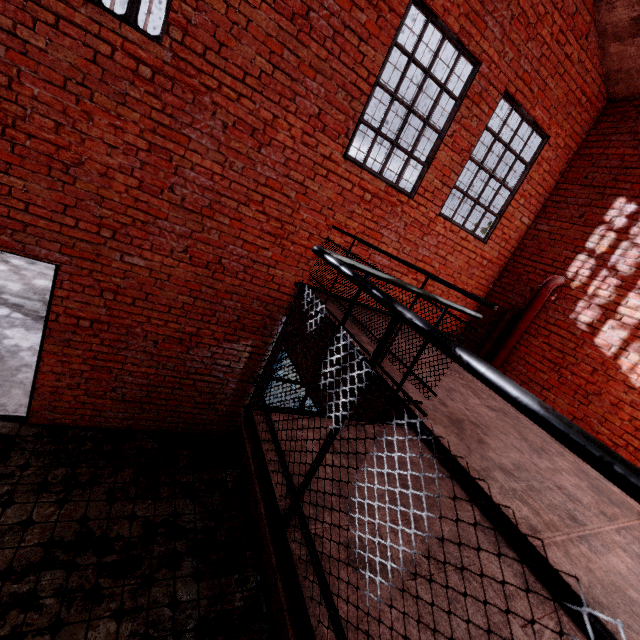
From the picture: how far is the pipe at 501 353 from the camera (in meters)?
5.48

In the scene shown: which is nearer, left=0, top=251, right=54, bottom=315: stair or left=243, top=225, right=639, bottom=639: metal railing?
left=243, top=225, right=639, bottom=639: metal railing

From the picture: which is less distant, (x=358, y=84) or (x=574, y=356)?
(x=358, y=84)

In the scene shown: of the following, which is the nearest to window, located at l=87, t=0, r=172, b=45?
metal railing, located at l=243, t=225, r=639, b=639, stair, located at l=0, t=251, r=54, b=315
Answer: metal railing, located at l=243, t=225, r=639, b=639

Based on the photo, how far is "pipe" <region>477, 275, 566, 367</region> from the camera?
5.48m

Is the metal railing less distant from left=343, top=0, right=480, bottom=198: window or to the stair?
left=343, top=0, right=480, bottom=198: window

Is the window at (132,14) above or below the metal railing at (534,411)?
above

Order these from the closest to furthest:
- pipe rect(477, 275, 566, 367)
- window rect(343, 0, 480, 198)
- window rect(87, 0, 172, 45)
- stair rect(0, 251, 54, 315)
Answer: window rect(87, 0, 172, 45)
window rect(343, 0, 480, 198)
pipe rect(477, 275, 566, 367)
stair rect(0, 251, 54, 315)
